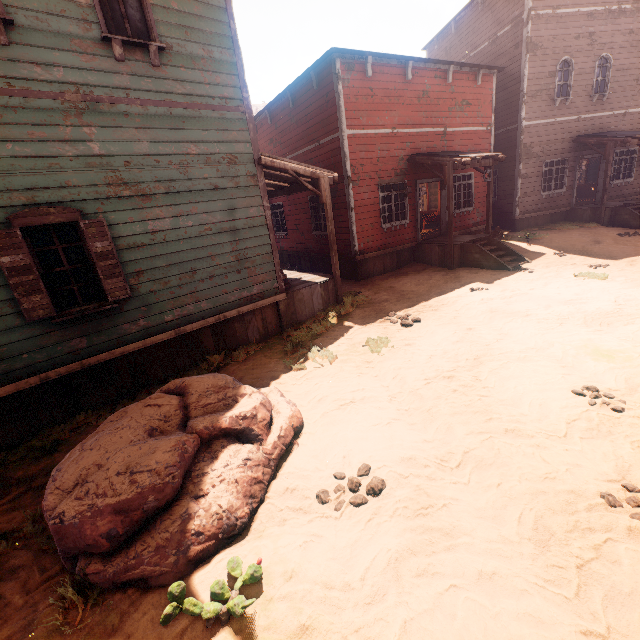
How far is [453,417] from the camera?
4.41m

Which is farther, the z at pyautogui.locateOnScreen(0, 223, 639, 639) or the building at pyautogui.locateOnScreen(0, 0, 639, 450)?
the building at pyautogui.locateOnScreen(0, 0, 639, 450)

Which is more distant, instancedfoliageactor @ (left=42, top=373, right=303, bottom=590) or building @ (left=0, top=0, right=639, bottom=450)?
building @ (left=0, top=0, right=639, bottom=450)

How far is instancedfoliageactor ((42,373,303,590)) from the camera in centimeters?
272cm

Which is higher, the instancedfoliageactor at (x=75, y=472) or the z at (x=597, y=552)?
the instancedfoliageactor at (x=75, y=472)

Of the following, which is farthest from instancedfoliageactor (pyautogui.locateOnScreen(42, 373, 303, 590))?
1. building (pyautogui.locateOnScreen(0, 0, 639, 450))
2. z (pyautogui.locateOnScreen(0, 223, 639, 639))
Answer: building (pyautogui.locateOnScreen(0, 0, 639, 450))

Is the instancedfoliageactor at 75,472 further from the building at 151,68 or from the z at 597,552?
the building at 151,68
